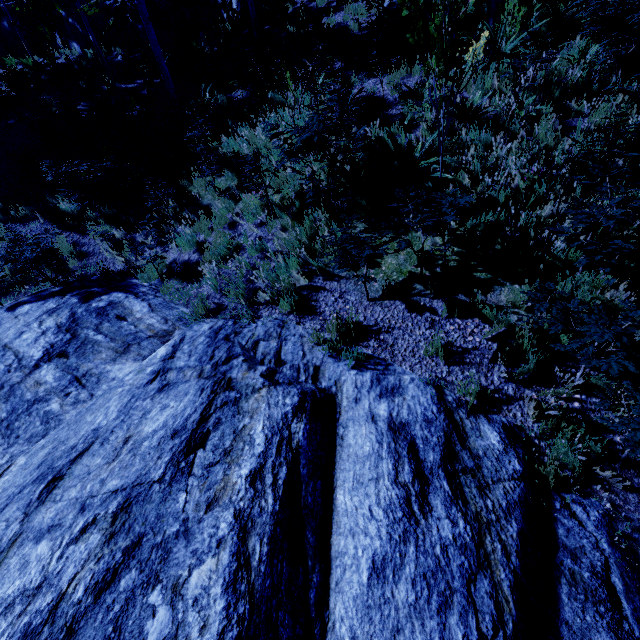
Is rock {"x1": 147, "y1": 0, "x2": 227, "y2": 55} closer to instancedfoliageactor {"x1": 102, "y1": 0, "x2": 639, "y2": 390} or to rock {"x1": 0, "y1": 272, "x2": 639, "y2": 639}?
instancedfoliageactor {"x1": 102, "y1": 0, "x2": 639, "y2": 390}

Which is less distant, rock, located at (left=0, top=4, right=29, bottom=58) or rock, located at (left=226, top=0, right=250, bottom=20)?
rock, located at (left=226, top=0, right=250, bottom=20)

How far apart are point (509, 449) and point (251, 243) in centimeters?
518cm

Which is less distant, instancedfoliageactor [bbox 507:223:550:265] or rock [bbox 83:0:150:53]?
instancedfoliageactor [bbox 507:223:550:265]

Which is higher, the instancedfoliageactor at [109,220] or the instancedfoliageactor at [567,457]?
the instancedfoliageactor at [109,220]

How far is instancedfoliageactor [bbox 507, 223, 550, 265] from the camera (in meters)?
4.43

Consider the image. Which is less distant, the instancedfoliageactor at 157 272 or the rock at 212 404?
the rock at 212 404
